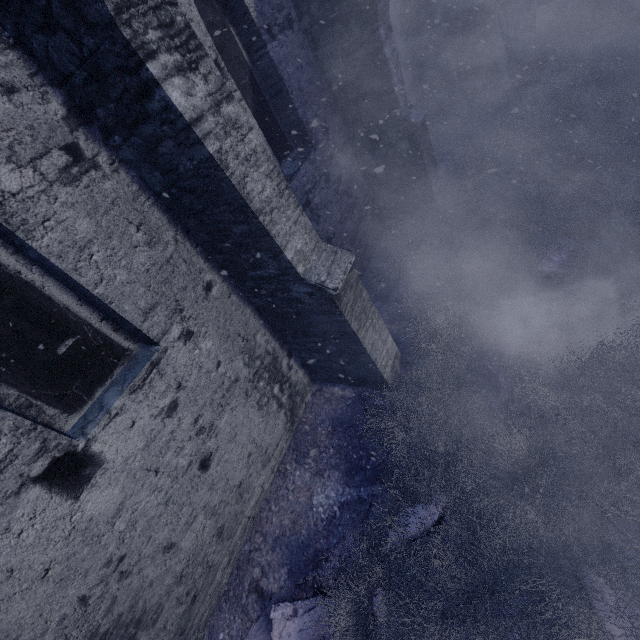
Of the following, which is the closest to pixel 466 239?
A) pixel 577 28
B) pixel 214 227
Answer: pixel 214 227

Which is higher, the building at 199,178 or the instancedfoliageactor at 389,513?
the building at 199,178

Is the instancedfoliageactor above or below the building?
below
